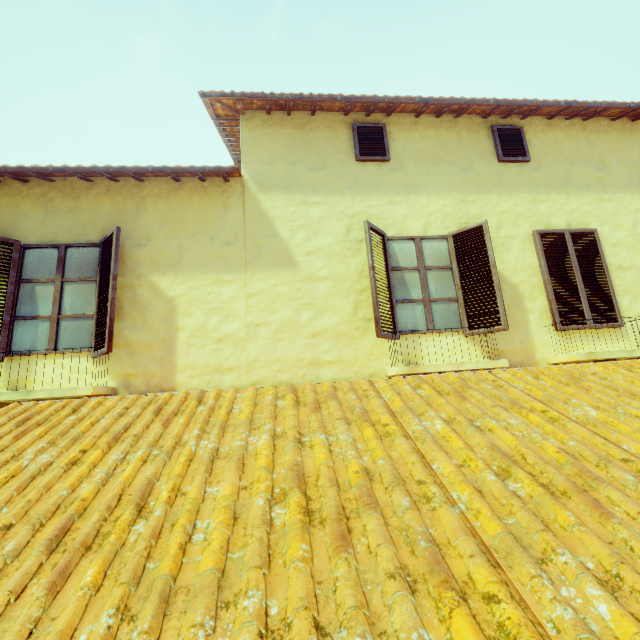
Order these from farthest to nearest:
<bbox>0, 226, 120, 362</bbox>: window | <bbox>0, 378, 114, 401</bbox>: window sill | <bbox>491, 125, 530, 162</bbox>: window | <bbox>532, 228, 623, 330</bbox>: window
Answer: <bbox>491, 125, 530, 162</bbox>: window → <bbox>532, 228, 623, 330</bbox>: window → <bbox>0, 226, 120, 362</bbox>: window → <bbox>0, 378, 114, 401</bbox>: window sill

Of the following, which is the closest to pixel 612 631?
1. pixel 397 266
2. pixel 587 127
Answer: pixel 397 266

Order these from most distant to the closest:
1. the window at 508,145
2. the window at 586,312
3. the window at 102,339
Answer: the window at 508,145, the window at 586,312, the window at 102,339

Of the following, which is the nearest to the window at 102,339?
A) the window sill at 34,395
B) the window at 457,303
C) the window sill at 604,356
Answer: the window sill at 34,395

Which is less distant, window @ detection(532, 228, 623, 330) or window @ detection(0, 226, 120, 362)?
window @ detection(0, 226, 120, 362)

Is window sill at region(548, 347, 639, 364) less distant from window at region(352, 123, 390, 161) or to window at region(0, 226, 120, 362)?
window at region(352, 123, 390, 161)

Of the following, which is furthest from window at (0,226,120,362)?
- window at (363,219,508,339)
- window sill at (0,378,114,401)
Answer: window at (363,219,508,339)

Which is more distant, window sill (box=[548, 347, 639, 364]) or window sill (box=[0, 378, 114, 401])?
window sill (box=[548, 347, 639, 364])
